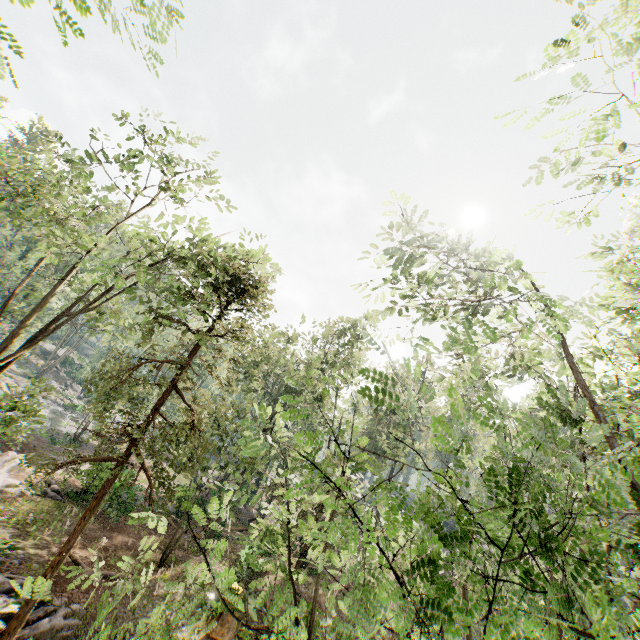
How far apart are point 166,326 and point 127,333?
7.6 meters

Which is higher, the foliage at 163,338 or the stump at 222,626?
the foliage at 163,338

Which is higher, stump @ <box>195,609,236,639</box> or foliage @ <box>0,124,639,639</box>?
foliage @ <box>0,124,639,639</box>

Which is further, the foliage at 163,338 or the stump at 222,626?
the stump at 222,626

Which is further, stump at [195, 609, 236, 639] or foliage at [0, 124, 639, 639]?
stump at [195, 609, 236, 639]
